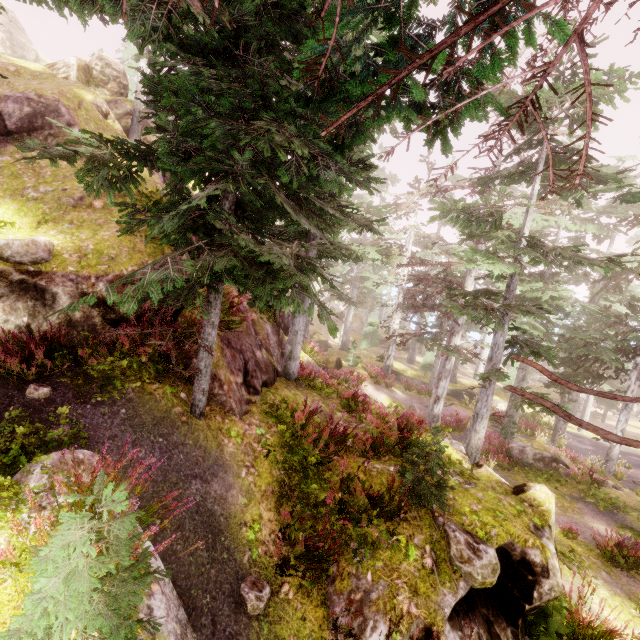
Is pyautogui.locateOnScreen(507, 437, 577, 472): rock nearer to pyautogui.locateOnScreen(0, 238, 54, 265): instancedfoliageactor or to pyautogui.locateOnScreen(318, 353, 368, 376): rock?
pyautogui.locateOnScreen(0, 238, 54, 265): instancedfoliageactor

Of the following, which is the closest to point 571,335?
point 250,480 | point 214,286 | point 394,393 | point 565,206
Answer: point 565,206

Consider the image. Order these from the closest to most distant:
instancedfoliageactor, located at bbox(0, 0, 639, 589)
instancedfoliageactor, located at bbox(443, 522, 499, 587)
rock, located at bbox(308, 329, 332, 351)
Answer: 1. instancedfoliageactor, located at bbox(0, 0, 639, 589)
2. instancedfoliageactor, located at bbox(443, 522, 499, 587)
3. rock, located at bbox(308, 329, 332, 351)

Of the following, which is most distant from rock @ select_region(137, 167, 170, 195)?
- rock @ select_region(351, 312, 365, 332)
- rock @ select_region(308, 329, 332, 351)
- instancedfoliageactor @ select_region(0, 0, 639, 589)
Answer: rock @ select_region(351, 312, 365, 332)

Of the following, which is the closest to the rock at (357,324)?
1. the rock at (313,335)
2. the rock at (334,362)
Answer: the rock at (313,335)

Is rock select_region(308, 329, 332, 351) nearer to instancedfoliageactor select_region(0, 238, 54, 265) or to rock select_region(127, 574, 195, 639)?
instancedfoliageactor select_region(0, 238, 54, 265)

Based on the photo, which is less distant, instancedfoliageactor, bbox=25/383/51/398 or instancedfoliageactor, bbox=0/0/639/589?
instancedfoliageactor, bbox=0/0/639/589

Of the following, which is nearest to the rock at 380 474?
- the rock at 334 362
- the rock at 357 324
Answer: the rock at 334 362
